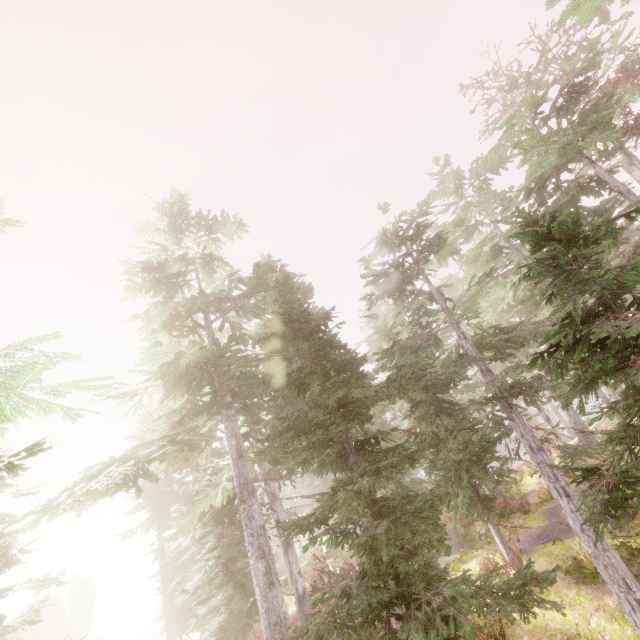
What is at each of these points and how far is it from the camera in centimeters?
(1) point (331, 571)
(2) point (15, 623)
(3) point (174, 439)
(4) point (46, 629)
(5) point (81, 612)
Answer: (1) tree, 1830cm
(2) instancedfoliageactor, 1325cm
(3) instancedfoliageactor, 741cm
(4) rock, 4806cm
(5) instancedfoliageactor, 5581cm

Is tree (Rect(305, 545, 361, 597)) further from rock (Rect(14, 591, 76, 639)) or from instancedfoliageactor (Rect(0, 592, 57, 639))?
rock (Rect(14, 591, 76, 639))

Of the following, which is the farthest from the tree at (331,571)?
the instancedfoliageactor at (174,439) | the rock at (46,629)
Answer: the rock at (46,629)

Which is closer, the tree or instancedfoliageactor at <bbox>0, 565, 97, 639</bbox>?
instancedfoliageactor at <bbox>0, 565, 97, 639</bbox>

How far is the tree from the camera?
18.0 meters

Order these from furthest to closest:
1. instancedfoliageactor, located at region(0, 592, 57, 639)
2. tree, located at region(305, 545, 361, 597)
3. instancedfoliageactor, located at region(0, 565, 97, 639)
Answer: tree, located at region(305, 545, 361, 597), instancedfoliageactor, located at region(0, 565, 97, 639), instancedfoliageactor, located at region(0, 592, 57, 639)

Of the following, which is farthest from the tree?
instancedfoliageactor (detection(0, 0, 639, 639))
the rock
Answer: the rock

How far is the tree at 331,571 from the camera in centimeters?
1802cm
